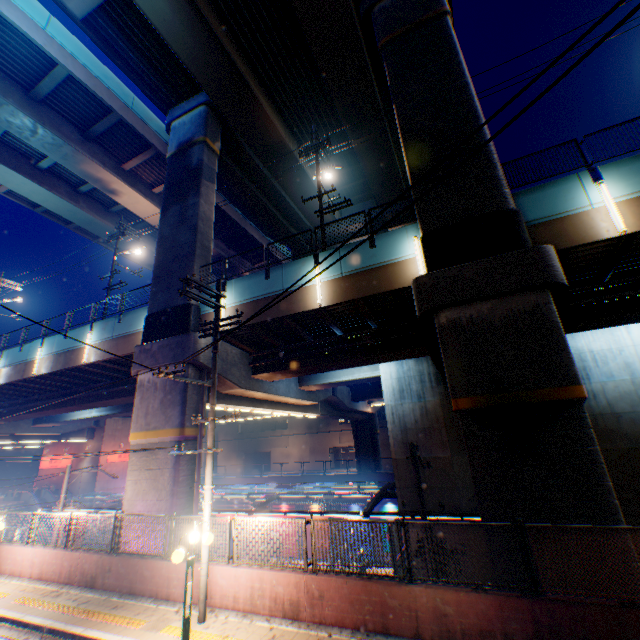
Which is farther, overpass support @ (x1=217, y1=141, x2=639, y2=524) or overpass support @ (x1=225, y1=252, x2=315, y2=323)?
overpass support @ (x1=225, y1=252, x2=315, y2=323)

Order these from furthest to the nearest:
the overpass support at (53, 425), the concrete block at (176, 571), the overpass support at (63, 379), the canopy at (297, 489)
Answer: the overpass support at (63, 379), the canopy at (297, 489), the overpass support at (53, 425), the concrete block at (176, 571)

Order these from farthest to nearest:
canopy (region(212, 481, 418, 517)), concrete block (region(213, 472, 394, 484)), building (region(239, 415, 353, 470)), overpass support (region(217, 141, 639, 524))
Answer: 1. building (region(239, 415, 353, 470))
2. concrete block (region(213, 472, 394, 484))
3. canopy (region(212, 481, 418, 517))
4. overpass support (region(217, 141, 639, 524))

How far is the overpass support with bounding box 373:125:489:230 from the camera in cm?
1170

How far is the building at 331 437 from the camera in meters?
53.2 m

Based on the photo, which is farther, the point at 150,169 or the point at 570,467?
the point at 150,169
